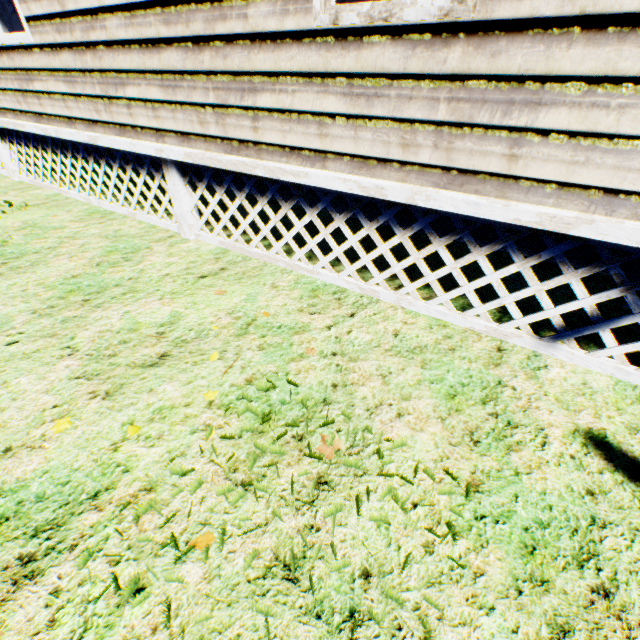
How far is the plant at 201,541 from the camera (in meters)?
1.40

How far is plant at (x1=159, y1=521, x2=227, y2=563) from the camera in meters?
1.4

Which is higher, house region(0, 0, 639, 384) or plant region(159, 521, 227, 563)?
house region(0, 0, 639, 384)

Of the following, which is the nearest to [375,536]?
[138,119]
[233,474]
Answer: [233,474]
